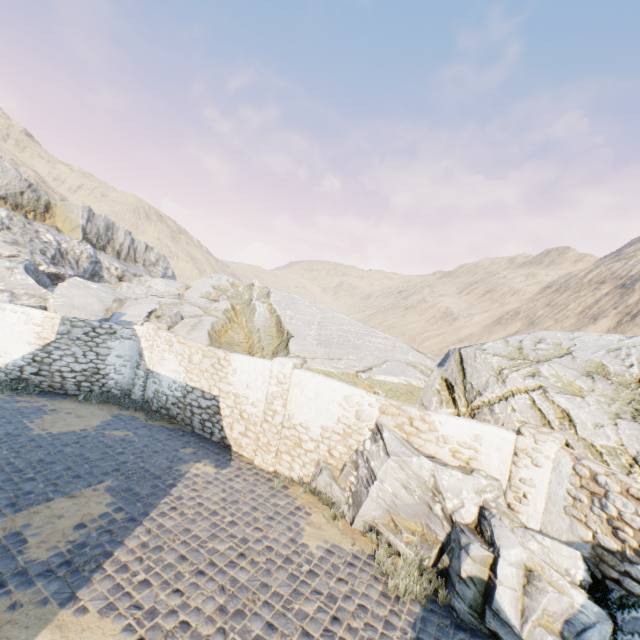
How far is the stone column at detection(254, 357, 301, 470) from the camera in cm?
934

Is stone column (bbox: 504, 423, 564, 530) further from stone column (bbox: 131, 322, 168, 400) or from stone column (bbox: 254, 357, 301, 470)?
stone column (bbox: 131, 322, 168, 400)

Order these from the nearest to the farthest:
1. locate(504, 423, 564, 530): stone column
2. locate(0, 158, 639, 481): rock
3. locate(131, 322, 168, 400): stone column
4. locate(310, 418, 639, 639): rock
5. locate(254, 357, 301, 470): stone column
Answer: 1. locate(310, 418, 639, 639): rock
2. locate(504, 423, 564, 530): stone column
3. locate(0, 158, 639, 481): rock
4. locate(254, 357, 301, 470): stone column
5. locate(131, 322, 168, 400): stone column

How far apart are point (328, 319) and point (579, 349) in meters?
9.9 m

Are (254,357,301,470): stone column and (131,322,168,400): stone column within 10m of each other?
yes

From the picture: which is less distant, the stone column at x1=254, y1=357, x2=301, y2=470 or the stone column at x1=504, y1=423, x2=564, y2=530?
the stone column at x1=504, y1=423, x2=564, y2=530

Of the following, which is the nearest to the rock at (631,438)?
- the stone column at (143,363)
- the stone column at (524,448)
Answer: the stone column at (524,448)

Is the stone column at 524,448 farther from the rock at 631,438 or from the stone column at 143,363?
the stone column at 143,363
